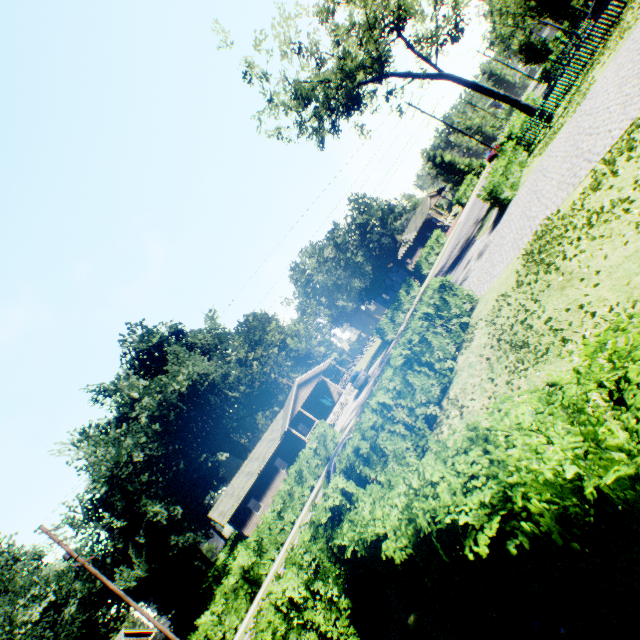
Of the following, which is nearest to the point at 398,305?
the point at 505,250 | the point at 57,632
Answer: the point at 505,250

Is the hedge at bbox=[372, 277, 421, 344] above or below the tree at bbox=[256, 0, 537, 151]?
below

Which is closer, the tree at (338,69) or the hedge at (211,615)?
the hedge at (211,615)

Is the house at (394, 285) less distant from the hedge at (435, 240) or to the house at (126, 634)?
the hedge at (435, 240)

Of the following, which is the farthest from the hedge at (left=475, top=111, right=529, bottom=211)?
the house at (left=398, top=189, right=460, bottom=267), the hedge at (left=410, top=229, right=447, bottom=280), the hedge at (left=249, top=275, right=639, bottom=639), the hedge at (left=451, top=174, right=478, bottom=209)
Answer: the hedge at (left=451, top=174, right=478, bottom=209)

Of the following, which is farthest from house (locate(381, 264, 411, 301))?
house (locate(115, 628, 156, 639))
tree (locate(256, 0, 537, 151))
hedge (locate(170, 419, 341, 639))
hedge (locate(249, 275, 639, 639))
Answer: house (locate(115, 628, 156, 639))

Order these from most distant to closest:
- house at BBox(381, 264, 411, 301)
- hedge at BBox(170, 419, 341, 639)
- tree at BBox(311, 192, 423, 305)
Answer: house at BBox(381, 264, 411, 301) → tree at BBox(311, 192, 423, 305) → hedge at BBox(170, 419, 341, 639)

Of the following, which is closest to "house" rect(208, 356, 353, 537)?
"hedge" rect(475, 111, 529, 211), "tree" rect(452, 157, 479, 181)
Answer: "hedge" rect(475, 111, 529, 211)
